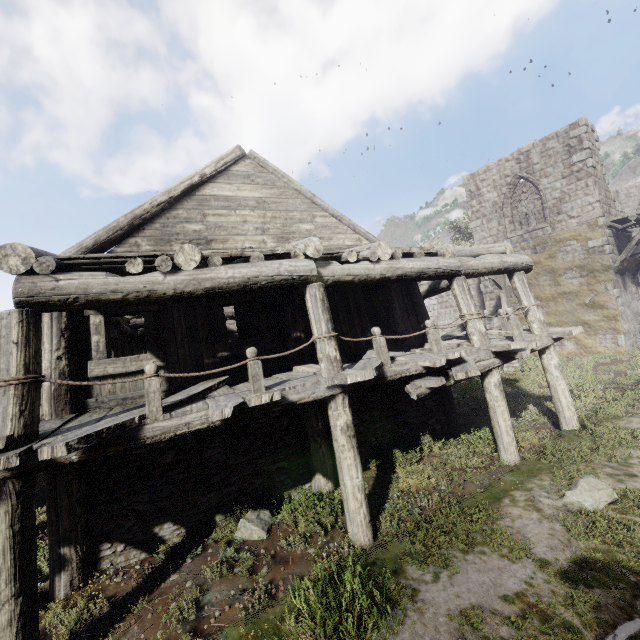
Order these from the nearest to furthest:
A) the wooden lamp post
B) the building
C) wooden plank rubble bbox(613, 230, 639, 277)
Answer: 1. the building
2. wooden plank rubble bbox(613, 230, 639, 277)
3. the wooden lamp post

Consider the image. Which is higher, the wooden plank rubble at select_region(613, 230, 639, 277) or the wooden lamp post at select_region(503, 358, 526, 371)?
the wooden plank rubble at select_region(613, 230, 639, 277)

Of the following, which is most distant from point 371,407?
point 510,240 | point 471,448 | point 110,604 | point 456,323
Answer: point 456,323

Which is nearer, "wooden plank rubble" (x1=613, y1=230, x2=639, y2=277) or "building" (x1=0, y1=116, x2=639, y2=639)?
"building" (x1=0, y1=116, x2=639, y2=639)

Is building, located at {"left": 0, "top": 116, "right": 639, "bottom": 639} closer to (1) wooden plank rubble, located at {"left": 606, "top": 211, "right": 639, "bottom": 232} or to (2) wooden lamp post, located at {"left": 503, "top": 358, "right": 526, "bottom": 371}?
(1) wooden plank rubble, located at {"left": 606, "top": 211, "right": 639, "bottom": 232}

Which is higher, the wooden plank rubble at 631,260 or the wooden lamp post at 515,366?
the wooden plank rubble at 631,260

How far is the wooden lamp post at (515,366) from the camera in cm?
1593

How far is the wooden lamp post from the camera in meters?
15.9
